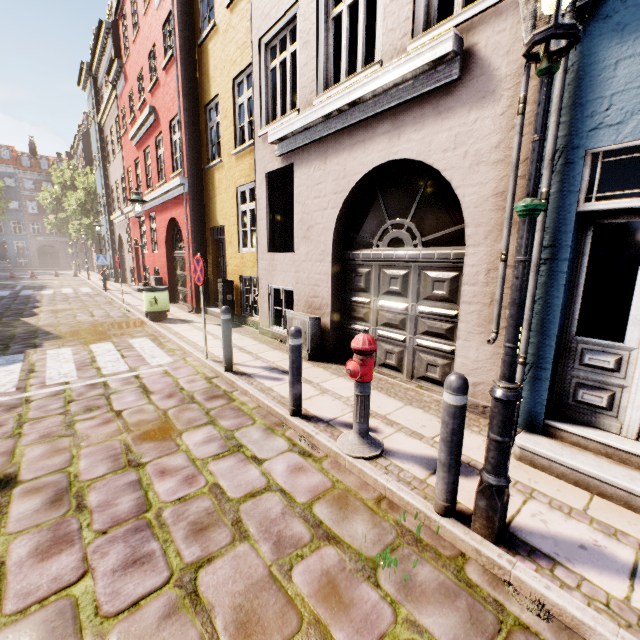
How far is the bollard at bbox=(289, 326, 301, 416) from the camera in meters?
3.8 m

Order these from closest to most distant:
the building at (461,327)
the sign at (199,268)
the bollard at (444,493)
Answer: the bollard at (444,493), the building at (461,327), the sign at (199,268)

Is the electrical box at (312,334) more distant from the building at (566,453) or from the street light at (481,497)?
the street light at (481,497)

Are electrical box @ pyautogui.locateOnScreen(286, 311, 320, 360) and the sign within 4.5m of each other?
yes

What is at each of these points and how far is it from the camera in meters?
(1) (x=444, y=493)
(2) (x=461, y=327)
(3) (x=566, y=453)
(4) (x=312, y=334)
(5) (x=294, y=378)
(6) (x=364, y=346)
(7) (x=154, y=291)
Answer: (1) bollard, 2.4 m
(2) building, 4.1 m
(3) building, 2.9 m
(4) electrical box, 6.1 m
(5) bollard, 3.8 m
(6) hydrant, 3.0 m
(7) trash bin, 9.5 m

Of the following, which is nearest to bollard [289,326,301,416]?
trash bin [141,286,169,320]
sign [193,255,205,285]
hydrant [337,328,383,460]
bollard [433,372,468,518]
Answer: hydrant [337,328,383,460]

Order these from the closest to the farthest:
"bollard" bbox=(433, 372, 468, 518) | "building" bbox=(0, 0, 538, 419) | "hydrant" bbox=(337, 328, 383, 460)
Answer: "bollard" bbox=(433, 372, 468, 518) < "hydrant" bbox=(337, 328, 383, 460) < "building" bbox=(0, 0, 538, 419)

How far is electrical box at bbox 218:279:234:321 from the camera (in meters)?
9.37
